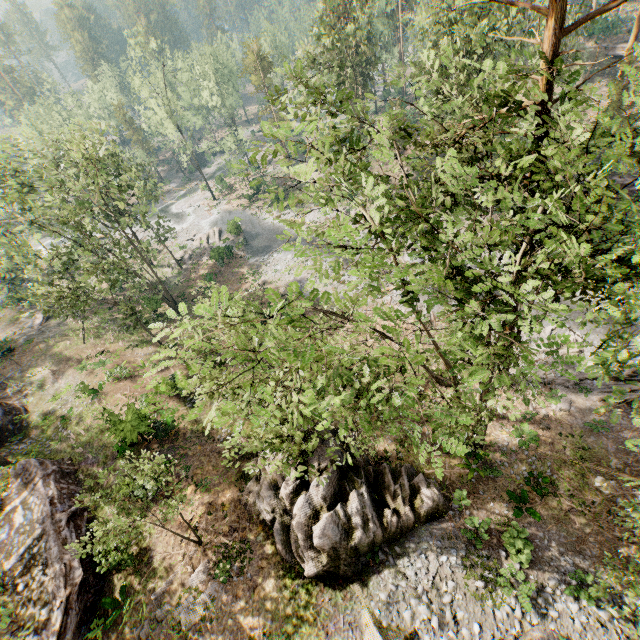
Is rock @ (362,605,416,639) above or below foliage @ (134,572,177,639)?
below

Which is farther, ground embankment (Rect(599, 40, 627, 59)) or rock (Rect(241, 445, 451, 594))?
ground embankment (Rect(599, 40, 627, 59))

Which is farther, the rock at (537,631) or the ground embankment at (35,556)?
the ground embankment at (35,556)

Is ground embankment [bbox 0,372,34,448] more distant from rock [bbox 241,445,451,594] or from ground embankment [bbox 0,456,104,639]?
rock [bbox 241,445,451,594]

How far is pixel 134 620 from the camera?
14.2m

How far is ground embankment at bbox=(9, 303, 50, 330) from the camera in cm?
3606

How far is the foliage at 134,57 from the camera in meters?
41.8 m

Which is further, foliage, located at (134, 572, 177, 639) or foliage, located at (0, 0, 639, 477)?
foliage, located at (134, 572, 177, 639)
